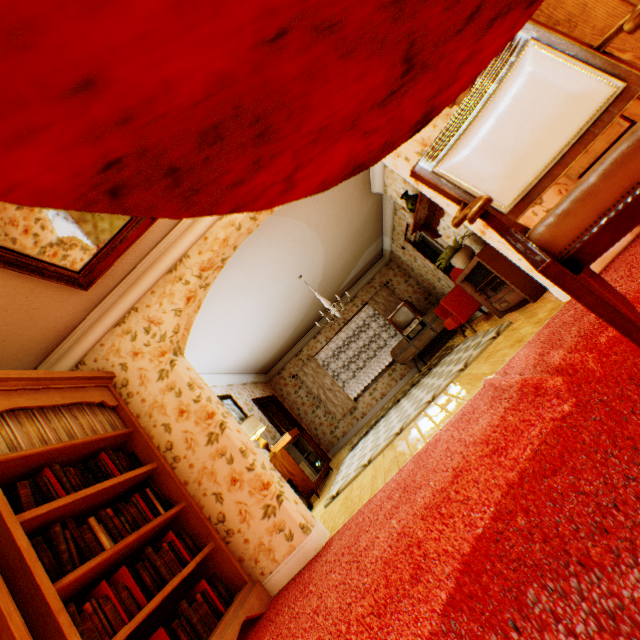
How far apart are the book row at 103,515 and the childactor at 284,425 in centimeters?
633cm

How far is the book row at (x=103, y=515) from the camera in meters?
1.8

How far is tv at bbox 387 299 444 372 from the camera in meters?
8.1 m

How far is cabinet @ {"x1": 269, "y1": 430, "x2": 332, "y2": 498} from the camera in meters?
5.2

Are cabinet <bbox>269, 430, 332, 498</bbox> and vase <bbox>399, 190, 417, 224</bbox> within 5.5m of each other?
yes

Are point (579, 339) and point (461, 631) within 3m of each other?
yes

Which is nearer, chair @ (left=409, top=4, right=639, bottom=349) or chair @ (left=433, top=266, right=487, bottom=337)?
chair @ (left=409, top=4, right=639, bottom=349)

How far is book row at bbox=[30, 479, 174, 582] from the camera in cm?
183
